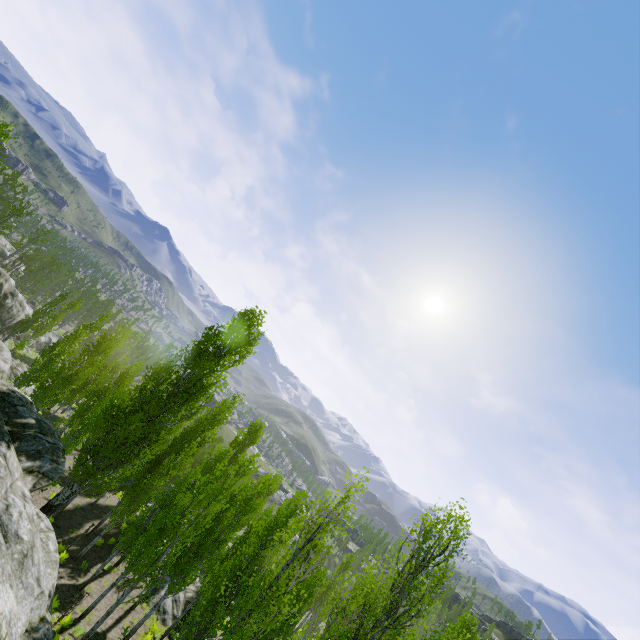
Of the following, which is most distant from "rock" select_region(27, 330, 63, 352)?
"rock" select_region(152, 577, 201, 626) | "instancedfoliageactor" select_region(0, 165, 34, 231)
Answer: "rock" select_region(152, 577, 201, 626)

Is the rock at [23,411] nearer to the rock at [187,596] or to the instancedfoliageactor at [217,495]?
the instancedfoliageactor at [217,495]

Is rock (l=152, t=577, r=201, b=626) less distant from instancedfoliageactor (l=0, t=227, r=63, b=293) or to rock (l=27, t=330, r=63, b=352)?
instancedfoliageactor (l=0, t=227, r=63, b=293)

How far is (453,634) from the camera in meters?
26.9

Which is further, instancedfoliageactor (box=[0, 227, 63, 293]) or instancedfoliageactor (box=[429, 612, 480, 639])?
instancedfoliageactor (box=[0, 227, 63, 293])

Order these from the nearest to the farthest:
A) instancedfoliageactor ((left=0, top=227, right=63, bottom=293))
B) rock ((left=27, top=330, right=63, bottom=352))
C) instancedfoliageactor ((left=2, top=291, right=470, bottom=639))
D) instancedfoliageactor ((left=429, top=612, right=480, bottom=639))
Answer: instancedfoliageactor ((left=429, top=612, right=480, bottom=639)), instancedfoliageactor ((left=2, top=291, right=470, bottom=639)), instancedfoliageactor ((left=0, top=227, right=63, bottom=293)), rock ((left=27, top=330, right=63, bottom=352))
